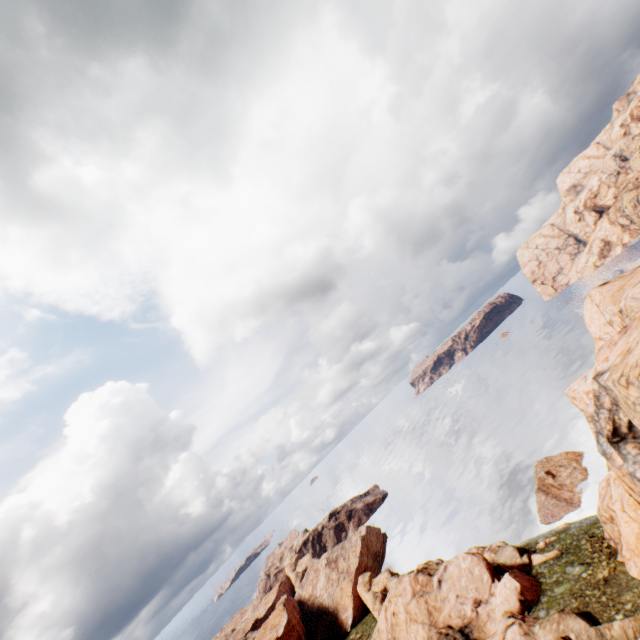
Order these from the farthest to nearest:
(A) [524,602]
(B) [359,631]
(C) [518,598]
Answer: (B) [359,631]
(C) [518,598]
(A) [524,602]

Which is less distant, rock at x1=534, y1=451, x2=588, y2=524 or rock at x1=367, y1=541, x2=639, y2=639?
rock at x1=367, y1=541, x2=639, y2=639

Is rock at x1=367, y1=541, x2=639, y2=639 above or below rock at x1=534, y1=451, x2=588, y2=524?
above

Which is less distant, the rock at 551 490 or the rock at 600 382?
the rock at 600 382

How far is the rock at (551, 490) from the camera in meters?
45.9 m

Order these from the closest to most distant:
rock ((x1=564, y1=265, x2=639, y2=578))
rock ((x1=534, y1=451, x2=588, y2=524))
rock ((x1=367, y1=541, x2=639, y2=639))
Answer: rock ((x1=564, y1=265, x2=639, y2=578)), rock ((x1=367, y1=541, x2=639, y2=639)), rock ((x1=534, y1=451, x2=588, y2=524))
